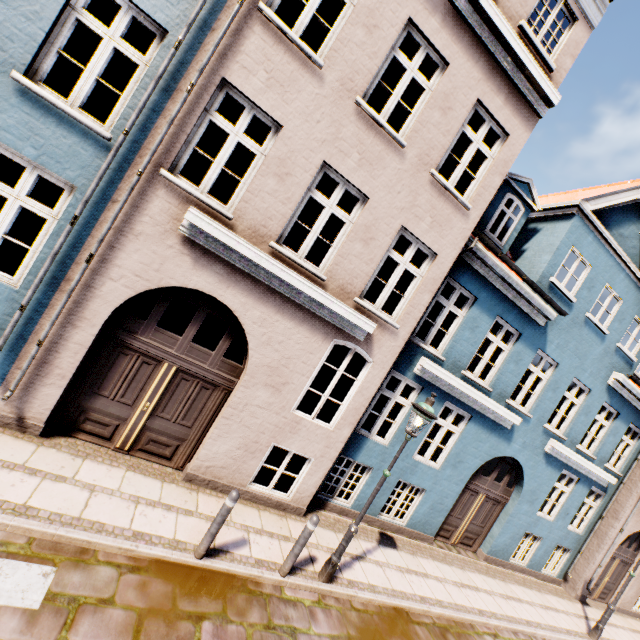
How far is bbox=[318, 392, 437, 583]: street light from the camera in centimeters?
558cm

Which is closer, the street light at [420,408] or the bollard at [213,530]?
the bollard at [213,530]

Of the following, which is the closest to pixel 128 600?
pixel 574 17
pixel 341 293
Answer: pixel 341 293

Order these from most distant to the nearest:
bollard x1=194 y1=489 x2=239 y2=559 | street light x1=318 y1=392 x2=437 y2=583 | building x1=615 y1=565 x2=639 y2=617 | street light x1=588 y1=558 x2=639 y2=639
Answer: building x1=615 y1=565 x2=639 y2=617
street light x1=588 y1=558 x2=639 y2=639
street light x1=318 y1=392 x2=437 y2=583
bollard x1=194 y1=489 x2=239 y2=559

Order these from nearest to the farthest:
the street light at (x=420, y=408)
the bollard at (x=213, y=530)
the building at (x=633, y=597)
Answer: the bollard at (x=213, y=530)
the street light at (x=420, y=408)
the building at (x=633, y=597)

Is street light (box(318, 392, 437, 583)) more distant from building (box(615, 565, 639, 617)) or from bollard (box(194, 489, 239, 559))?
bollard (box(194, 489, 239, 559))

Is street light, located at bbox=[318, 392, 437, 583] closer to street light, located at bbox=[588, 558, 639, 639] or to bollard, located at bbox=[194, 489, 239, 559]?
bollard, located at bbox=[194, 489, 239, 559]

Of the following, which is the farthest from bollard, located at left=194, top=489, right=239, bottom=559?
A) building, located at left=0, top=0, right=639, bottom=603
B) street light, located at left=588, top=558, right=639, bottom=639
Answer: street light, located at left=588, top=558, right=639, bottom=639
